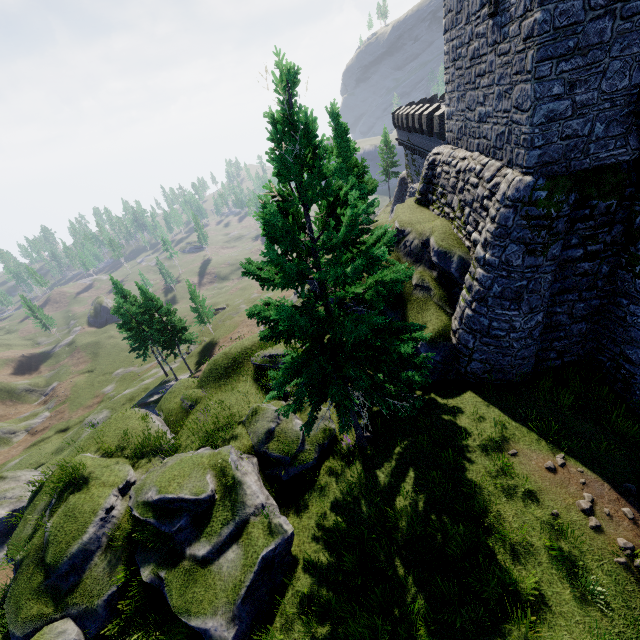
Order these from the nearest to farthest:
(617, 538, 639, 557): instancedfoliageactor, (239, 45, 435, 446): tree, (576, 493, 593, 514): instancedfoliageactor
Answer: (239, 45, 435, 446): tree → (617, 538, 639, 557): instancedfoliageactor → (576, 493, 593, 514): instancedfoliageactor

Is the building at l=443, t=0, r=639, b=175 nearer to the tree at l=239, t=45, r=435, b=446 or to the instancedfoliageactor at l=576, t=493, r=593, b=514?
the tree at l=239, t=45, r=435, b=446

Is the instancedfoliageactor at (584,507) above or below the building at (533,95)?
below

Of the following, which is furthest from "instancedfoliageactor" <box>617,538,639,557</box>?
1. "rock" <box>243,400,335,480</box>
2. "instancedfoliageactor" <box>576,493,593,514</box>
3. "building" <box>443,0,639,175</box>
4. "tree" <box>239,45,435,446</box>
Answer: "building" <box>443,0,639,175</box>

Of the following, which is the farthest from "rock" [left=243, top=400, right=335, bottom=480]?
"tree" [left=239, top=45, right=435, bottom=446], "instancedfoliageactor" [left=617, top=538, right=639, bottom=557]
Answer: "instancedfoliageactor" [left=617, top=538, right=639, bottom=557]

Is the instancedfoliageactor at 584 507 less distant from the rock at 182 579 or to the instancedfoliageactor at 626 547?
the instancedfoliageactor at 626 547

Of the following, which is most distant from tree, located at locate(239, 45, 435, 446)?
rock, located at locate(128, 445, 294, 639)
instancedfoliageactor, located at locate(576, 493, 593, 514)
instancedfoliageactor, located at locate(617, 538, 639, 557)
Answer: instancedfoliageactor, located at locate(617, 538, 639, 557)

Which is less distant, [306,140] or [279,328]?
[306,140]
